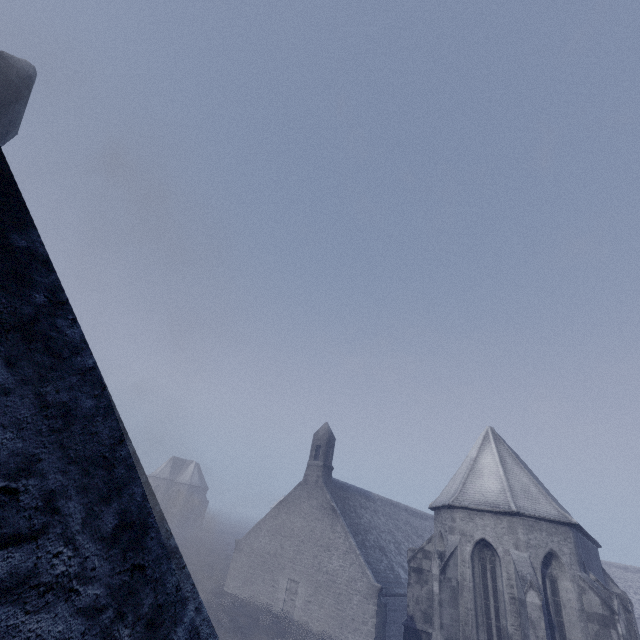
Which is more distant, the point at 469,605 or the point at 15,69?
the point at 469,605
